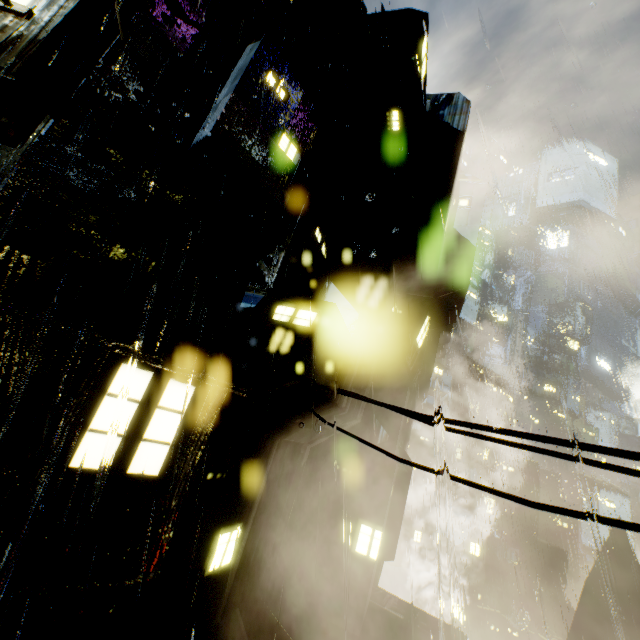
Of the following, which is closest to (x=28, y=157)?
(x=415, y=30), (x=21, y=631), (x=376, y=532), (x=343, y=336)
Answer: (x=343, y=336)

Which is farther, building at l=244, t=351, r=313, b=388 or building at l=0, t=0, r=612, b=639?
building at l=244, t=351, r=313, b=388

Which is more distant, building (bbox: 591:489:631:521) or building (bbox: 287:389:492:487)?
building (bbox: 591:489:631:521)

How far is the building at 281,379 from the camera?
8.8m

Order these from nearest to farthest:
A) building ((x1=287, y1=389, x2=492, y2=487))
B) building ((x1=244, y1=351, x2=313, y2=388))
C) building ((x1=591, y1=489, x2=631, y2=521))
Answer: building ((x1=244, y1=351, x2=313, y2=388)) < building ((x1=287, y1=389, x2=492, y2=487)) < building ((x1=591, y1=489, x2=631, y2=521))

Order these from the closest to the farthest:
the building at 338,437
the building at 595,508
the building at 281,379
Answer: the building at 338,437 < the building at 281,379 < the building at 595,508
